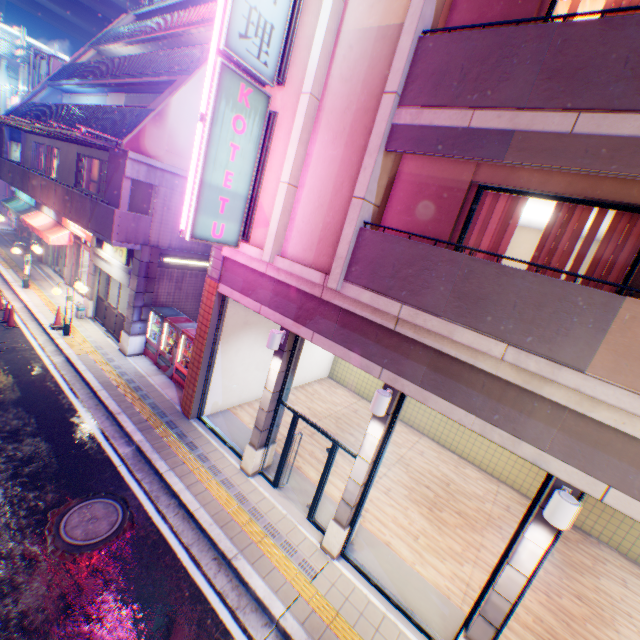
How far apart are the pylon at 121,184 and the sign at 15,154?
20.03m

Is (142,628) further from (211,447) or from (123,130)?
(123,130)

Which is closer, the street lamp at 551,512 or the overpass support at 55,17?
the street lamp at 551,512

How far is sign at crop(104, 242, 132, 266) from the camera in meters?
12.2

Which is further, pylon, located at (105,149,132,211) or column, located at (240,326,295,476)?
pylon, located at (105,149,132,211)

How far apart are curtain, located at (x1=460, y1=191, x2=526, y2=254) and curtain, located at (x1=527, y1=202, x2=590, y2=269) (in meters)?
0.44

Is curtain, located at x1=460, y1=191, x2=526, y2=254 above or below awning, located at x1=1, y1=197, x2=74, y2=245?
above

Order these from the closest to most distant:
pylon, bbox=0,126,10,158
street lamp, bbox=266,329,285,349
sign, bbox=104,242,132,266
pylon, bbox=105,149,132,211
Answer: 1. street lamp, bbox=266,329,285,349
2. pylon, bbox=105,149,132,211
3. sign, bbox=104,242,132,266
4. pylon, bbox=0,126,10,158
